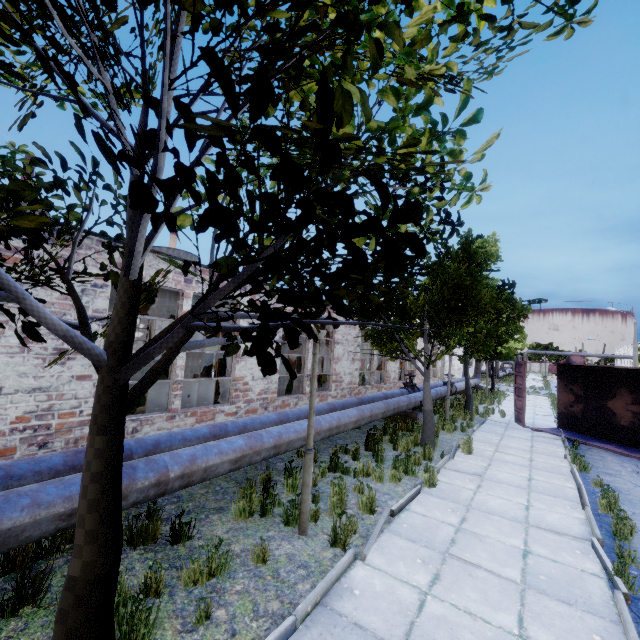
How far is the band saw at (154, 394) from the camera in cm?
838

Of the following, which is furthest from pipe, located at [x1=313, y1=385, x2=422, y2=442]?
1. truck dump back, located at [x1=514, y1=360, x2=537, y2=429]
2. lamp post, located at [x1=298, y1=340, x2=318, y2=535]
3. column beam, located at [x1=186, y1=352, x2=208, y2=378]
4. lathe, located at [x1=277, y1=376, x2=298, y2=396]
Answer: column beam, located at [x1=186, y1=352, x2=208, y2=378]

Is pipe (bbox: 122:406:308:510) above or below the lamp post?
above

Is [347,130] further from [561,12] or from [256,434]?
[256,434]

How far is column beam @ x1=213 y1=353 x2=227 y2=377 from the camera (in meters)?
20.38

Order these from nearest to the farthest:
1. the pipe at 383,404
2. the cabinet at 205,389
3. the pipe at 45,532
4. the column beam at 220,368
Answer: the pipe at 45,532 → the pipe at 383,404 → the cabinet at 205,389 → the column beam at 220,368

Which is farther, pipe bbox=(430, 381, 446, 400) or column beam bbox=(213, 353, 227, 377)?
column beam bbox=(213, 353, 227, 377)

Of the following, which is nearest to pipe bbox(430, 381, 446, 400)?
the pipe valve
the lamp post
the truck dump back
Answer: the pipe valve
